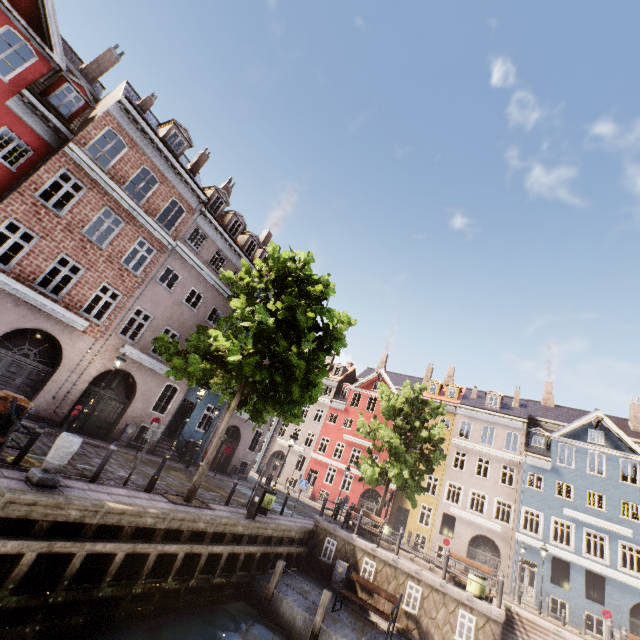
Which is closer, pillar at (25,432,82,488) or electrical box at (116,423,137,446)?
pillar at (25,432,82,488)

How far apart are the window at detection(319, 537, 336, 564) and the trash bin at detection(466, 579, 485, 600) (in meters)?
5.69

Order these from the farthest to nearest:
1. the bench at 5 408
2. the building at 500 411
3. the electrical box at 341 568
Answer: the building at 500 411 < the electrical box at 341 568 < the bench at 5 408

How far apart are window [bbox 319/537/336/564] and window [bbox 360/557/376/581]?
1.3m

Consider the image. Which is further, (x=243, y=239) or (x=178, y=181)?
(x=243, y=239)

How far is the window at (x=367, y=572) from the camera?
14.0m

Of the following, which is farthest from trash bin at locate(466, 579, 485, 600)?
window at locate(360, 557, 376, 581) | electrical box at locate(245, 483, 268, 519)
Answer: electrical box at locate(245, 483, 268, 519)

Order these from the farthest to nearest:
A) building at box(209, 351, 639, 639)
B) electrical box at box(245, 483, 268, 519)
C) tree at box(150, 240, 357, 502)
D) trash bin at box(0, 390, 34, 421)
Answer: building at box(209, 351, 639, 639), electrical box at box(245, 483, 268, 519), tree at box(150, 240, 357, 502), trash bin at box(0, 390, 34, 421)
